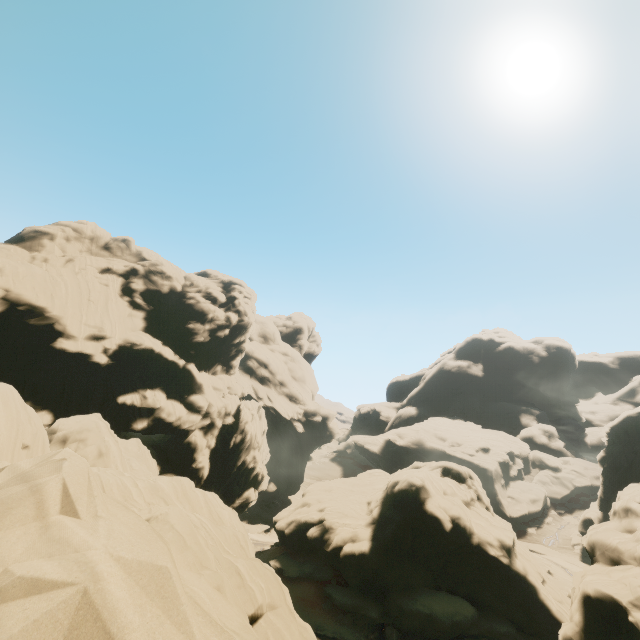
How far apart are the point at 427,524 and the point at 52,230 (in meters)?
55.73
